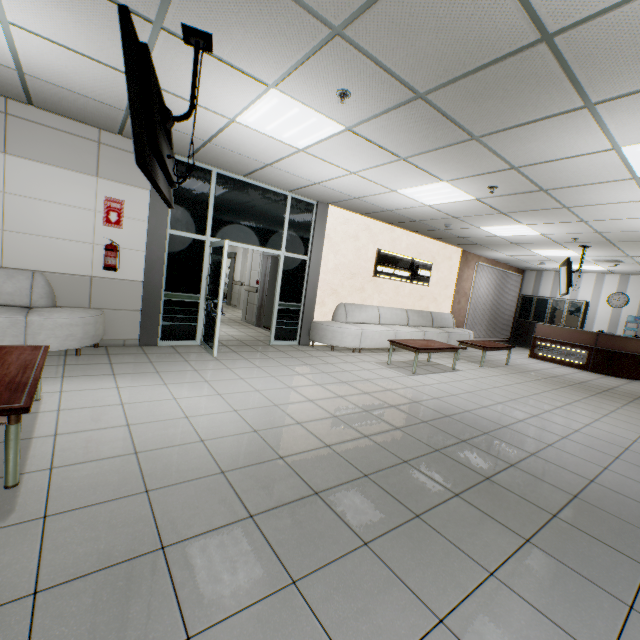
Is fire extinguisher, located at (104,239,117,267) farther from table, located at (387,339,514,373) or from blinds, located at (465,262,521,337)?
blinds, located at (465,262,521,337)

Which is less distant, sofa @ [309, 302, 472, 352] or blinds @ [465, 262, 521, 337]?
sofa @ [309, 302, 472, 352]

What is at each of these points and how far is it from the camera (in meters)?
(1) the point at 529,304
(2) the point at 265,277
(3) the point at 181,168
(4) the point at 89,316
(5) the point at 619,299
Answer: (1) cabinet, 13.23
(2) door, 9.29
(3) doorway, 5.50
(4) sofa, 4.57
(5) clock, 11.41

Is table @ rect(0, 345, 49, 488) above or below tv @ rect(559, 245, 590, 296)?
below

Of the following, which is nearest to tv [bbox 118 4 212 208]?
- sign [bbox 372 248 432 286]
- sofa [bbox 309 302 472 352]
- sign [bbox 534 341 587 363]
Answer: sofa [bbox 309 302 472 352]

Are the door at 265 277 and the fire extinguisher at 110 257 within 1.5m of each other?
no

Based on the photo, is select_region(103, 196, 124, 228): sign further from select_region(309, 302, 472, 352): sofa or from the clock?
the clock

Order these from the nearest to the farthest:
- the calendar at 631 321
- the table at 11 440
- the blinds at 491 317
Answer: the table at 11 440 < the calendar at 631 321 < the blinds at 491 317
